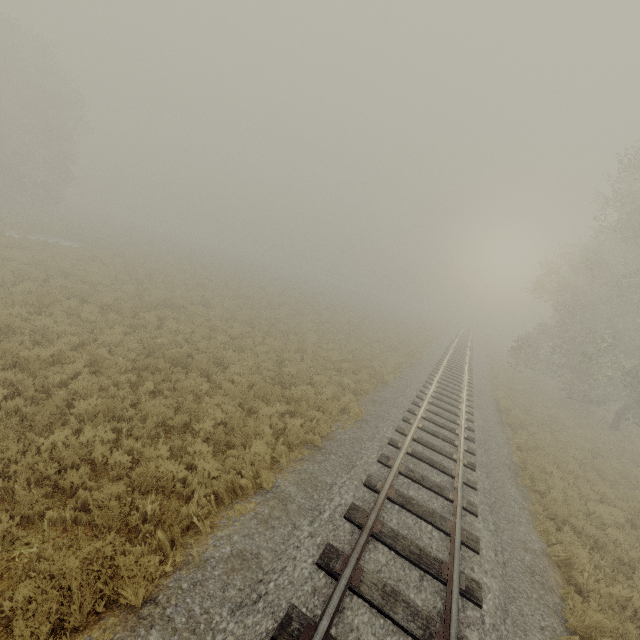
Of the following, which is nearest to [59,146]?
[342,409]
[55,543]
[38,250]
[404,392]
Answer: [38,250]
